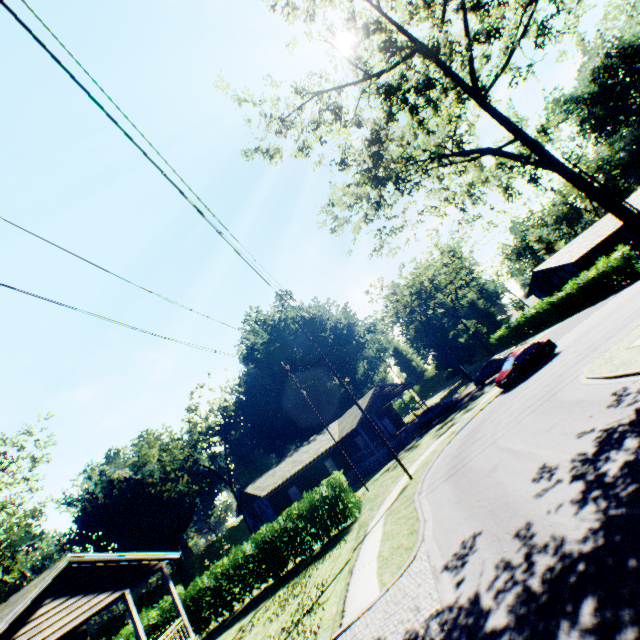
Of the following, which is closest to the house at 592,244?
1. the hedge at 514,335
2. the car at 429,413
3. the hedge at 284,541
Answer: the hedge at 514,335

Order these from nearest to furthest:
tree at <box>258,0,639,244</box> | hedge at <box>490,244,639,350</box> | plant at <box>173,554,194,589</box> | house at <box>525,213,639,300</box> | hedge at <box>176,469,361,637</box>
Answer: tree at <box>258,0,639,244</box>, hedge at <box>176,469,361,637</box>, hedge at <box>490,244,639,350</box>, house at <box>525,213,639,300</box>, plant at <box>173,554,194,589</box>

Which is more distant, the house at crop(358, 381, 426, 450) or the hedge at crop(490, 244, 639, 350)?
the house at crop(358, 381, 426, 450)

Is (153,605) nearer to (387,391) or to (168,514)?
(168,514)

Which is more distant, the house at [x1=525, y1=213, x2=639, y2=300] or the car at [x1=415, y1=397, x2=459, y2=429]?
the house at [x1=525, y1=213, x2=639, y2=300]

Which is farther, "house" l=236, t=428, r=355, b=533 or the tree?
"house" l=236, t=428, r=355, b=533

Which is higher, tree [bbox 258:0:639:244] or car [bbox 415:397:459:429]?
tree [bbox 258:0:639:244]

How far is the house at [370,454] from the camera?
33.0 meters
